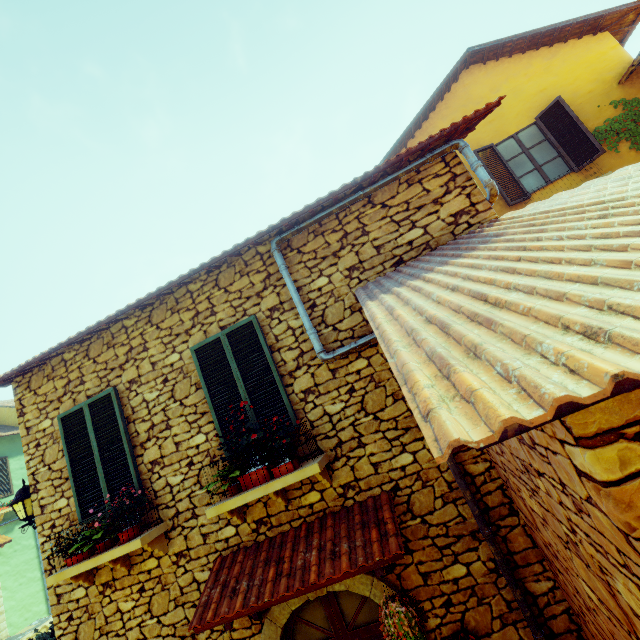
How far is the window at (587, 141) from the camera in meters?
7.0

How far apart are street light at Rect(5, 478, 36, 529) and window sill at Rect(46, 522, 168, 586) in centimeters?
98cm

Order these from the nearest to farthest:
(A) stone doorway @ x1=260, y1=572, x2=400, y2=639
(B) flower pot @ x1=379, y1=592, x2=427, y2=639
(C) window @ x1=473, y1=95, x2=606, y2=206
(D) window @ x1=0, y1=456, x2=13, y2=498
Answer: (B) flower pot @ x1=379, y1=592, x2=427, y2=639
(A) stone doorway @ x1=260, y1=572, x2=400, y2=639
(C) window @ x1=473, y1=95, x2=606, y2=206
(D) window @ x1=0, y1=456, x2=13, y2=498

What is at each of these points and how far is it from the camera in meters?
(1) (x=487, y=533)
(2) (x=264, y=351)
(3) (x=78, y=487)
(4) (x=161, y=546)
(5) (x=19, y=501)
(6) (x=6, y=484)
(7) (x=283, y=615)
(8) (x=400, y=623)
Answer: (1) pipe, 3.4 m
(2) window, 4.4 m
(3) window, 4.7 m
(4) window sill, 4.3 m
(5) street light, 5.3 m
(6) window, 13.7 m
(7) stone doorway, 3.8 m
(8) flower pot, 2.9 m

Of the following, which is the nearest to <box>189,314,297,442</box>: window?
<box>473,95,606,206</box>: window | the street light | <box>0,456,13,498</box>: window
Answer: the street light

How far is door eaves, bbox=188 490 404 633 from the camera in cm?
320

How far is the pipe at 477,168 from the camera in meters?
4.1

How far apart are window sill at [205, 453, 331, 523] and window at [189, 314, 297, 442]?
0.44m
